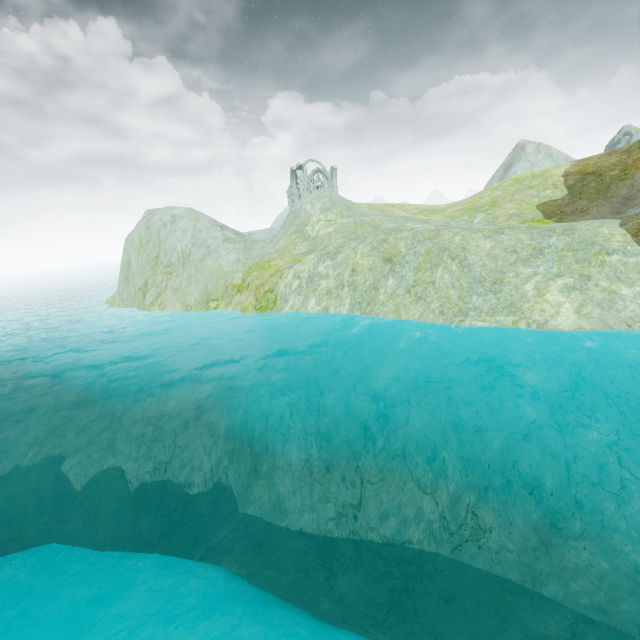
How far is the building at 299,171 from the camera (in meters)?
50.88

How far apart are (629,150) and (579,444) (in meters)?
23.27

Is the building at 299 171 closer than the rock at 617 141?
No

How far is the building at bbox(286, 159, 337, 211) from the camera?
50.88m

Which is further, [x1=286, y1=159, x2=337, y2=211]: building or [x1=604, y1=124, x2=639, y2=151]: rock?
[x1=286, y1=159, x2=337, y2=211]: building
